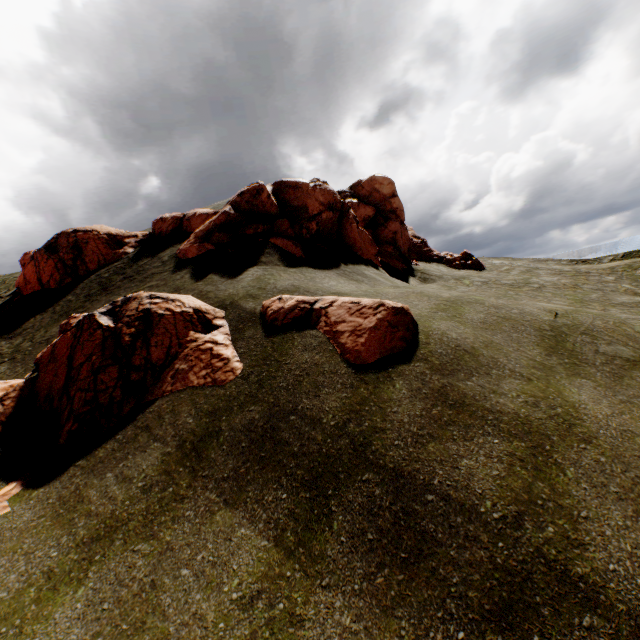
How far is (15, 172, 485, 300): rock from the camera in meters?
17.0 m

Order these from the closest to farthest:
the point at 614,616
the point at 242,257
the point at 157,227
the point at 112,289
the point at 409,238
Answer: the point at 614,616
the point at 242,257
the point at 112,289
the point at 157,227
the point at 409,238

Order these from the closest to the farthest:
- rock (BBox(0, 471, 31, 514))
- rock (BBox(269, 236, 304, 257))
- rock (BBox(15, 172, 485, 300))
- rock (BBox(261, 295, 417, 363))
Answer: rock (BBox(0, 471, 31, 514))
rock (BBox(261, 295, 417, 363))
rock (BBox(269, 236, 304, 257))
rock (BBox(15, 172, 485, 300))

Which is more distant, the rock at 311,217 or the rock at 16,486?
the rock at 311,217

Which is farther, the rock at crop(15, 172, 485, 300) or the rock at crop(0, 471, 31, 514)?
the rock at crop(15, 172, 485, 300)
